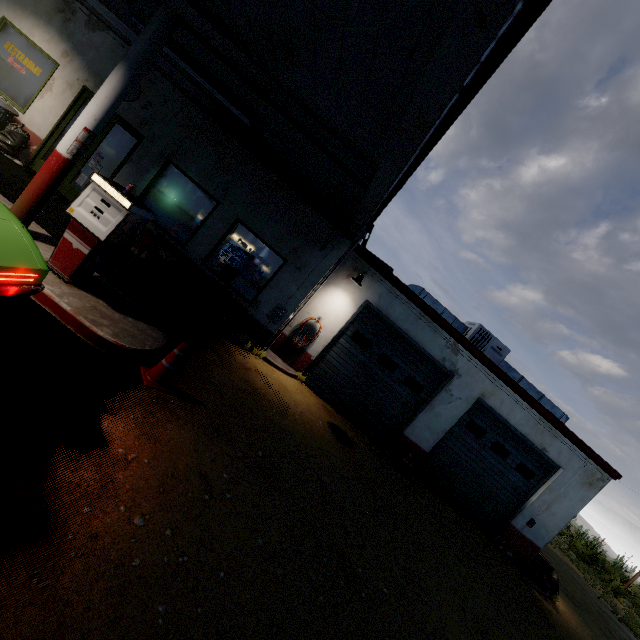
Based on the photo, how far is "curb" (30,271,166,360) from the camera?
4.2m

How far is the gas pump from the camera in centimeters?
443cm

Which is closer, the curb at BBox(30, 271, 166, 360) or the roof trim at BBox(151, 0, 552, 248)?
the roof trim at BBox(151, 0, 552, 248)

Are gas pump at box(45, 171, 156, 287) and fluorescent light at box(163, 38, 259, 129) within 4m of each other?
yes

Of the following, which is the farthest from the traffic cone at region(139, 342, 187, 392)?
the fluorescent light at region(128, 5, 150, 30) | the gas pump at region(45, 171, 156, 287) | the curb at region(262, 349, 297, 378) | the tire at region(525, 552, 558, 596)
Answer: the tire at region(525, 552, 558, 596)

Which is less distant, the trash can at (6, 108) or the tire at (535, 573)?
the trash can at (6, 108)

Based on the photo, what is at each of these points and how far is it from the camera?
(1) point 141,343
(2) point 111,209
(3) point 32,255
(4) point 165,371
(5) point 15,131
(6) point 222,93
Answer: (1) curb, 4.72m
(2) gas pump, 4.47m
(3) car, 3.16m
(4) traffic cone, 4.50m
(5) trash bag, 7.84m
(6) fluorescent light, 6.32m

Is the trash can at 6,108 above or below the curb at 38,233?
above
